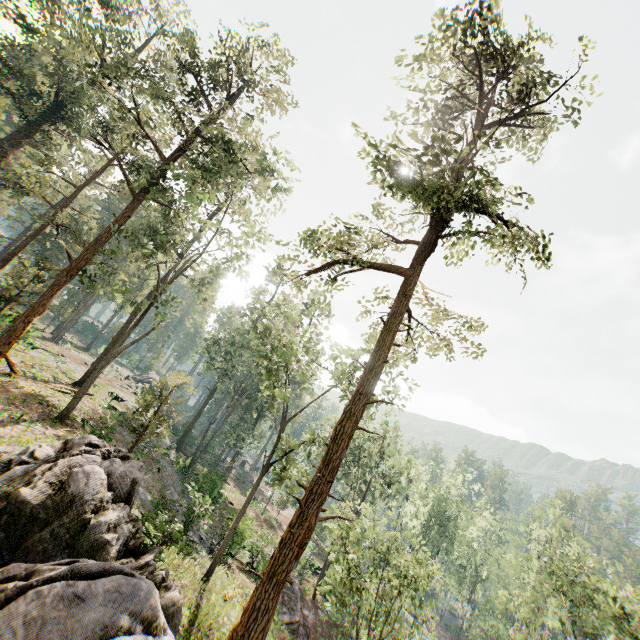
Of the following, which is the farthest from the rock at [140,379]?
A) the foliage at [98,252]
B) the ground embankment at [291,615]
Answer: the ground embankment at [291,615]

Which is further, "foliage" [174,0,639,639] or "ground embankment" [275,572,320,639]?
"ground embankment" [275,572,320,639]

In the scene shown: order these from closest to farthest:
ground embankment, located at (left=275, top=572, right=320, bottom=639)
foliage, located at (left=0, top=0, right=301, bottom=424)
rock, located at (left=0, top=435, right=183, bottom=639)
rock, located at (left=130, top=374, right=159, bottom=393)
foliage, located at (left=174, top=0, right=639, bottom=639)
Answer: rock, located at (left=0, top=435, right=183, bottom=639) → foliage, located at (left=174, top=0, right=639, bottom=639) → foliage, located at (left=0, top=0, right=301, bottom=424) → ground embankment, located at (left=275, top=572, right=320, bottom=639) → rock, located at (left=130, top=374, right=159, bottom=393)

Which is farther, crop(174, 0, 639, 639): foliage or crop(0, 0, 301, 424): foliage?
crop(0, 0, 301, 424): foliage

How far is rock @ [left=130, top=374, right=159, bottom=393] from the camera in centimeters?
4938cm

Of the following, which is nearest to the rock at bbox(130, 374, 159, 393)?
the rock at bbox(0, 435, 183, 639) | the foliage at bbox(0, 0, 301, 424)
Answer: the foliage at bbox(0, 0, 301, 424)

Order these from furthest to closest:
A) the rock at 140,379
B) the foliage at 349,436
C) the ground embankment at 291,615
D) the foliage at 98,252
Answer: the rock at 140,379 → the ground embankment at 291,615 → the foliage at 98,252 → the foliage at 349,436

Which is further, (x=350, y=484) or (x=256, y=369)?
(x=350, y=484)
